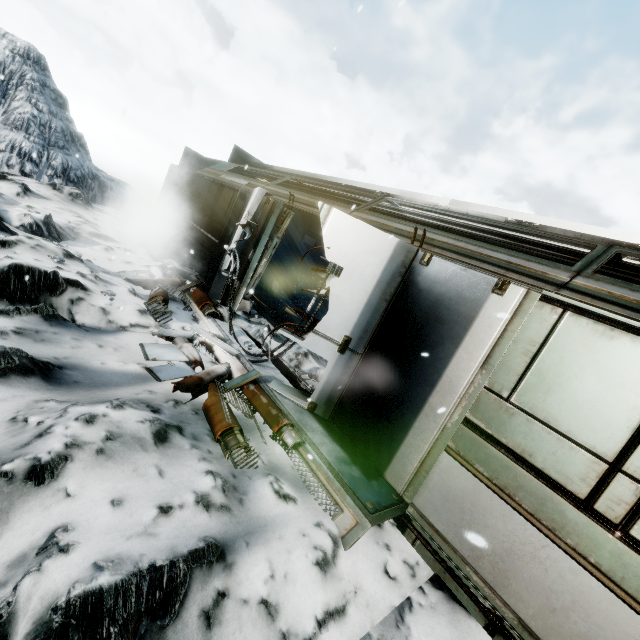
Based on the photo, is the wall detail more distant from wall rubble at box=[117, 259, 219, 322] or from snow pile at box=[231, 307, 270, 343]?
wall rubble at box=[117, 259, 219, 322]

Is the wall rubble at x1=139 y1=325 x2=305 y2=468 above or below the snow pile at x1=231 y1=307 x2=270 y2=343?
below

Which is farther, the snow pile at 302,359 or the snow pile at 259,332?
the snow pile at 259,332

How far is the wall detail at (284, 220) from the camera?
7.0 meters

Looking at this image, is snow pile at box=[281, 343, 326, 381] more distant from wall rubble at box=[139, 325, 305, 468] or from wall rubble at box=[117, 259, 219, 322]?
wall rubble at box=[139, 325, 305, 468]

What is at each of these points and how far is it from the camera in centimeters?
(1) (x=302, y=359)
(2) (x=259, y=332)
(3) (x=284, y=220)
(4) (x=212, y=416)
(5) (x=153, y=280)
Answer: (1) snow pile, 616cm
(2) snow pile, 652cm
(3) wall detail, 693cm
(4) wall rubble, 361cm
(5) wall rubble, 710cm

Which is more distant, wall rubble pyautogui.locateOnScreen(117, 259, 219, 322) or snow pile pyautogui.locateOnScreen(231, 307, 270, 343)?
snow pile pyautogui.locateOnScreen(231, 307, 270, 343)

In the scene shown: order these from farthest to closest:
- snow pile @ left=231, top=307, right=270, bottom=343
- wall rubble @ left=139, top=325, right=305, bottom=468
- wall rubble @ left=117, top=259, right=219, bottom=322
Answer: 1. snow pile @ left=231, top=307, right=270, bottom=343
2. wall rubble @ left=117, top=259, right=219, bottom=322
3. wall rubble @ left=139, top=325, right=305, bottom=468
